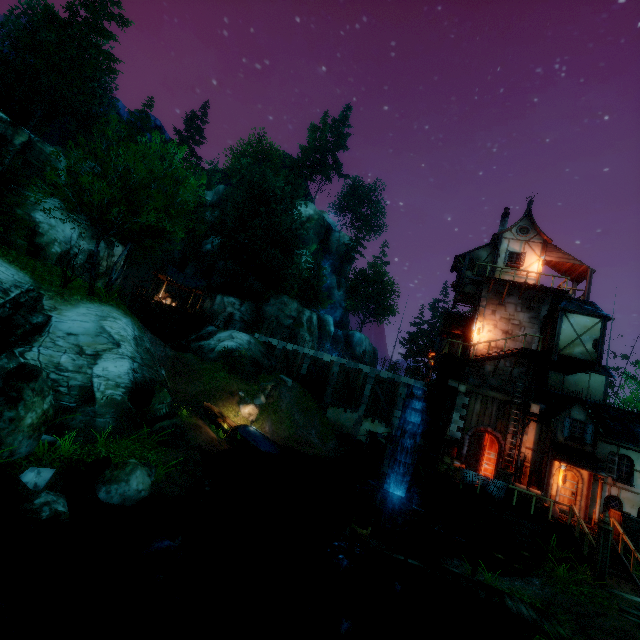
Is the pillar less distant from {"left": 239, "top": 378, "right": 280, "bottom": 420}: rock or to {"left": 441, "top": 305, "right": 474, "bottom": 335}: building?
{"left": 441, "top": 305, "right": 474, "bottom": 335}: building

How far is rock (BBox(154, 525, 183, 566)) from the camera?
8.35m

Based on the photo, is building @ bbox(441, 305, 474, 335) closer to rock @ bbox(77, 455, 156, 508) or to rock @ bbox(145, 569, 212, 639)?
rock @ bbox(145, 569, 212, 639)

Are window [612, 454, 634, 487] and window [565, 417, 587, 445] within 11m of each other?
yes

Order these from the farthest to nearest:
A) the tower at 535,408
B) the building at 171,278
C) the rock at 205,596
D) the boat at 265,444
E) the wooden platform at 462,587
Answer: the building at 171,278, the boat at 265,444, the tower at 535,408, the wooden platform at 462,587, the rock at 205,596

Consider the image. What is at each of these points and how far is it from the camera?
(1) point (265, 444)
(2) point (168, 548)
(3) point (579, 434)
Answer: (1) boat, 21.7m
(2) rock, 8.4m
(3) window, 17.9m

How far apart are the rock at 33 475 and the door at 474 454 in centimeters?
1973cm

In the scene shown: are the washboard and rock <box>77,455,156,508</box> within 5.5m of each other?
no
